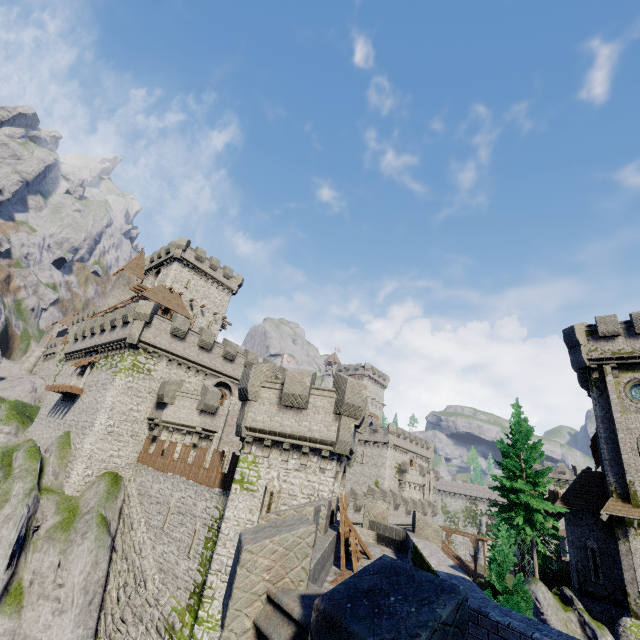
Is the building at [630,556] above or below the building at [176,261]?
below

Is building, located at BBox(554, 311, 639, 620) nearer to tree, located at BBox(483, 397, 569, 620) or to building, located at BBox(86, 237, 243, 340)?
tree, located at BBox(483, 397, 569, 620)

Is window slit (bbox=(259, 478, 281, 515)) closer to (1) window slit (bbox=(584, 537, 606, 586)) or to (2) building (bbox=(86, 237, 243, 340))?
(1) window slit (bbox=(584, 537, 606, 586))

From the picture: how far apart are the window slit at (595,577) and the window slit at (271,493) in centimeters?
2530cm

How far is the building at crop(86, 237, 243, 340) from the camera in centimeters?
4222cm

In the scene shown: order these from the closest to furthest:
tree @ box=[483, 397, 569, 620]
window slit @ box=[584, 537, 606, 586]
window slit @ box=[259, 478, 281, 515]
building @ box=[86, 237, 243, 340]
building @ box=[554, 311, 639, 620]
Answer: window slit @ box=[259, 478, 281, 515] → tree @ box=[483, 397, 569, 620] → building @ box=[554, 311, 639, 620] → window slit @ box=[584, 537, 606, 586] → building @ box=[86, 237, 243, 340]

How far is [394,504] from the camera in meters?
44.3 m

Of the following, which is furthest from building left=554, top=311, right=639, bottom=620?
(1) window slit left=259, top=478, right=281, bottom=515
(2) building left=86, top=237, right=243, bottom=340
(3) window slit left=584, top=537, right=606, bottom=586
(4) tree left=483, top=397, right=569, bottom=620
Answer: (2) building left=86, top=237, right=243, bottom=340
